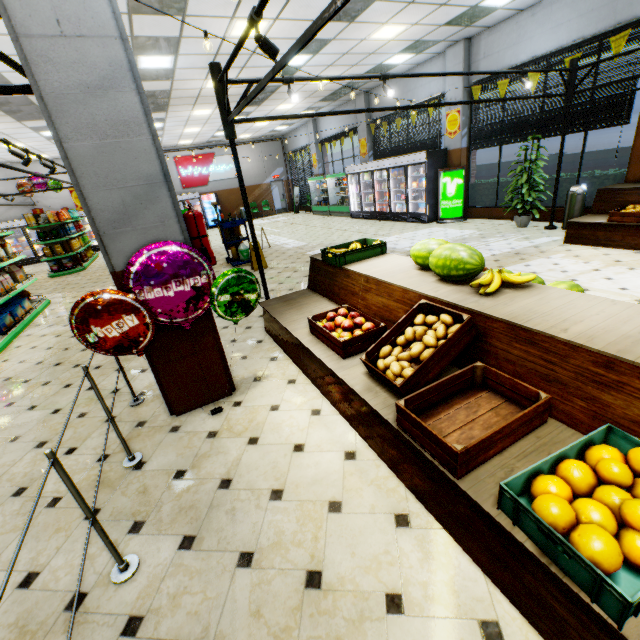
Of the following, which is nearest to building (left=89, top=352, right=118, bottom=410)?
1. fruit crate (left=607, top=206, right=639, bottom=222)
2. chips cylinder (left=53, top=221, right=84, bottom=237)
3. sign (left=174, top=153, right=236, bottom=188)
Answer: sign (left=174, top=153, right=236, bottom=188)

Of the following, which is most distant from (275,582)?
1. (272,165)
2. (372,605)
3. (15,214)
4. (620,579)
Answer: (272,165)

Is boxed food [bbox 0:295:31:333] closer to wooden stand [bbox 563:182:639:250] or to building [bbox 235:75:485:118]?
building [bbox 235:75:485:118]

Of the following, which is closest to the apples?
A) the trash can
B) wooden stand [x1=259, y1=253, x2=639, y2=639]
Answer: wooden stand [x1=259, y1=253, x2=639, y2=639]

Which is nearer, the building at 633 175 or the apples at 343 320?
the apples at 343 320

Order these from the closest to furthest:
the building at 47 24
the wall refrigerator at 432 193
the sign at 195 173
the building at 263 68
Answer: the building at 47 24
the building at 263 68
the wall refrigerator at 432 193
the sign at 195 173

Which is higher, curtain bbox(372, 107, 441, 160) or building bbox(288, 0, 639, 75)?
building bbox(288, 0, 639, 75)

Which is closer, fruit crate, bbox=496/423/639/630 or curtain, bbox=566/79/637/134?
fruit crate, bbox=496/423/639/630
